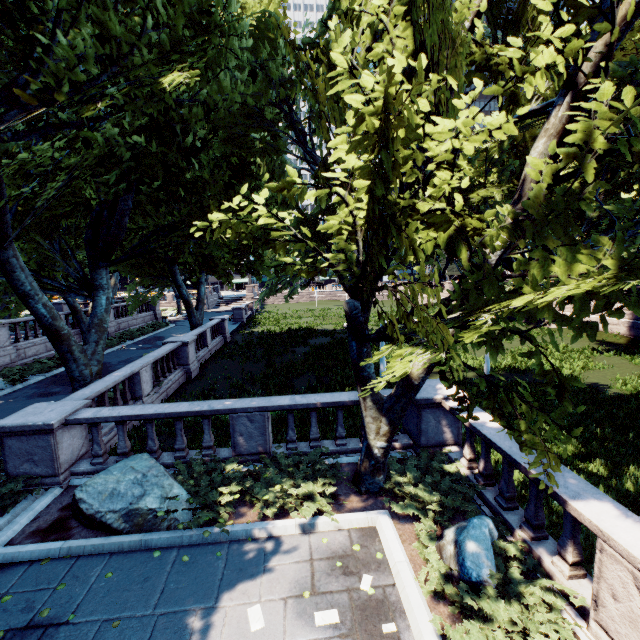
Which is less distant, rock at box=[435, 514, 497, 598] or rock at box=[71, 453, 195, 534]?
rock at box=[435, 514, 497, 598]

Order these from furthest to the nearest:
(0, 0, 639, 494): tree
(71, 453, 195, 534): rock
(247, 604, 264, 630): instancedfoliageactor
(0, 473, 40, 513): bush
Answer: (0, 473, 40, 513): bush < (71, 453, 195, 534): rock < (247, 604, 264, 630): instancedfoliageactor < (0, 0, 639, 494): tree

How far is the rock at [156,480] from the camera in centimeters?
632cm

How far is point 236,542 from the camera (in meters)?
6.07

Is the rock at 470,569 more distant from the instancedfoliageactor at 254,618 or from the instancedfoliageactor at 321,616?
the instancedfoliageactor at 254,618

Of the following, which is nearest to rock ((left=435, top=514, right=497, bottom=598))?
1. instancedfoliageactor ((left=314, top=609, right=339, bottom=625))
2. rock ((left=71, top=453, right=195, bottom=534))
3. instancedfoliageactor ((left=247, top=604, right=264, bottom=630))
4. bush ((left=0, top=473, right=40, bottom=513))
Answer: instancedfoliageactor ((left=314, top=609, right=339, bottom=625))

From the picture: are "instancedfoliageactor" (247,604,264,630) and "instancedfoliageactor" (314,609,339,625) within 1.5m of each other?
yes

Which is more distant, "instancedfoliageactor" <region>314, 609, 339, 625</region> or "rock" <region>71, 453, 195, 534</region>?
"rock" <region>71, 453, 195, 534</region>
